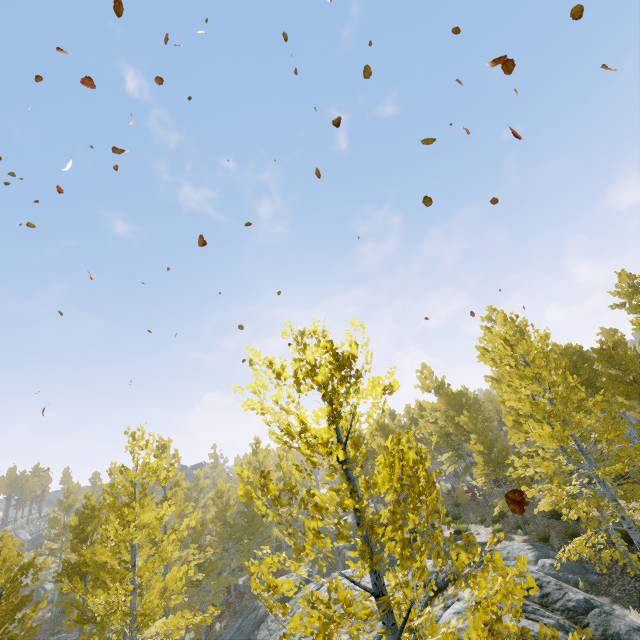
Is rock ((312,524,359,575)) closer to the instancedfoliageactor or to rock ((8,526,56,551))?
the instancedfoliageactor

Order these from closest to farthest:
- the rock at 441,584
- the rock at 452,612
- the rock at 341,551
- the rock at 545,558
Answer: the rock at 545,558 < the rock at 452,612 < the rock at 441,584 < the rock at 341,551

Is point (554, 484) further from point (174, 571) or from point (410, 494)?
point (174, 571)

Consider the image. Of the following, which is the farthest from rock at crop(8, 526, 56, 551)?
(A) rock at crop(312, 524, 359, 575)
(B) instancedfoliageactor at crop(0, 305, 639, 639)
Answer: (A) rock at crop(312, 524, 359, 575)

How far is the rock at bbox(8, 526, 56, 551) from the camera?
45.9 meters

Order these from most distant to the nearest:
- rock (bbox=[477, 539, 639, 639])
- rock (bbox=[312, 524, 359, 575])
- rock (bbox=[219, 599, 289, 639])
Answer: rock (bbox=[312, 524, 359, 575]) → rock (bbox=[219, 599, 289, 639]) → rock (bbox=[477, 539, 639, 639])

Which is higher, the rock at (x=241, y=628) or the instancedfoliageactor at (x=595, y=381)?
the instancedfoliageactor at (x=595, y=381)
